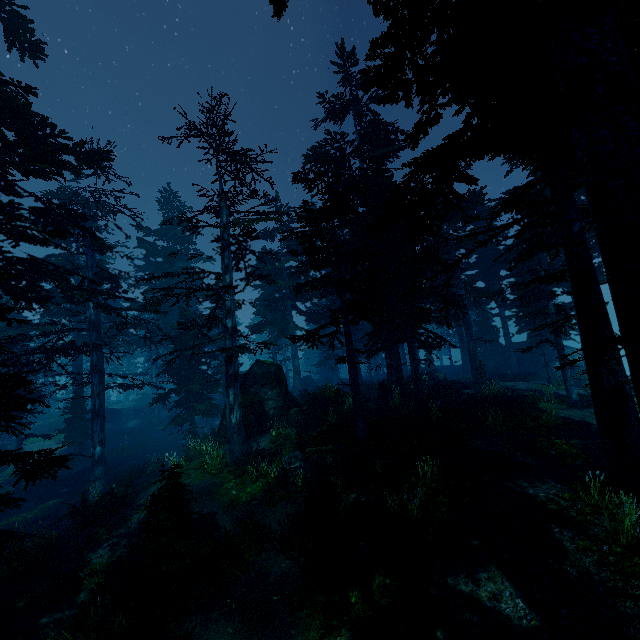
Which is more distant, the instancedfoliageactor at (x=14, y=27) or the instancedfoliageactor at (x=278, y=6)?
the instancedfoliageactor at (x=14, y=27)

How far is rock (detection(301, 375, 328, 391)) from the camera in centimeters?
3791cm

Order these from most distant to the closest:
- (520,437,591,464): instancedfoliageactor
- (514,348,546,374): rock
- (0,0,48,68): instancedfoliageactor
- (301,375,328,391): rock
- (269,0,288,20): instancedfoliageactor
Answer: (301,375,328,391): rock → (514,348,546,374): rock → (0,0,48,68): instancedfoliageactor → (520,437,591,464): instancedfoliageactor → (269,0,288,20): instancedfoliageactor

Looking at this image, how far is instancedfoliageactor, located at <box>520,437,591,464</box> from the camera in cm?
1084

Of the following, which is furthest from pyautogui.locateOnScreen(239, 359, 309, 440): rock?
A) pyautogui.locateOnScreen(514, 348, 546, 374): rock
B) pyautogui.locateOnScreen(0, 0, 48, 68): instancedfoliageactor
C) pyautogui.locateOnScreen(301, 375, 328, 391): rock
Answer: pyautogui.locateOnScreen(514, 348, 546, 374): rock

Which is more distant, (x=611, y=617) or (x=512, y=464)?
(x=512, y=464)

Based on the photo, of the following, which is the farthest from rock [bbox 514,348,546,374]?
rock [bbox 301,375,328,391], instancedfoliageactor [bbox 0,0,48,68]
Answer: rock [bbox 301,375,328,391]

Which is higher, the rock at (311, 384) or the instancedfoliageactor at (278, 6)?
the instancedfoliageactor at (278, 6)
